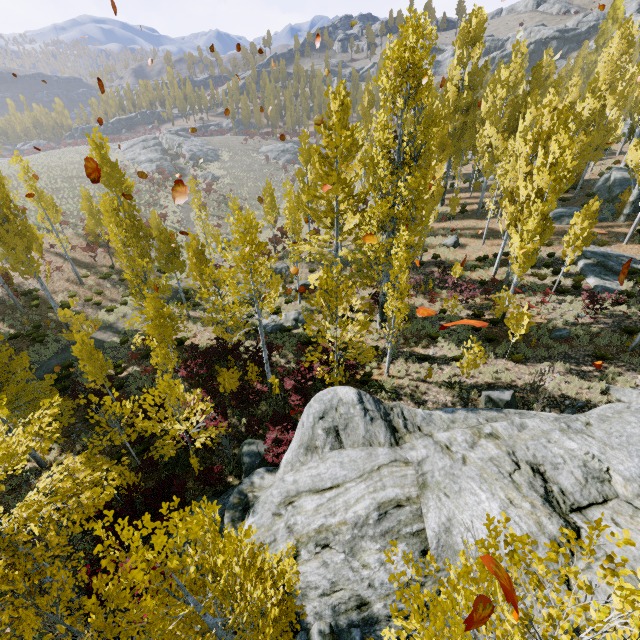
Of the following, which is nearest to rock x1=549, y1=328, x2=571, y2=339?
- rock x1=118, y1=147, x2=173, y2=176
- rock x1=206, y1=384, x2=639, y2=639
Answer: rock x1=206, y1=384, x2=639, y2=639

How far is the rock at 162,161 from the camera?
53.4 meters

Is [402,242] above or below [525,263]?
above

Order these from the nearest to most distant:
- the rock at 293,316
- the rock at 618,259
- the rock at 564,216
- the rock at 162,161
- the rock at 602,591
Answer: the rock at 602,591
the rock at 618,259
the rock at 293,316
the rock at 564,216
the rock at 162,161

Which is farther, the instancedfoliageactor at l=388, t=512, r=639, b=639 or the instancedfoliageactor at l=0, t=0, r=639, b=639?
the instancedfoliageactor at l=0, t=0, r=639, b=639

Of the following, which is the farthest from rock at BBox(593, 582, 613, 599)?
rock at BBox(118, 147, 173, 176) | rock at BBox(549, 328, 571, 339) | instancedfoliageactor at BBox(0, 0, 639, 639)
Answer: rock at BBox(118, 147, 173, 176)

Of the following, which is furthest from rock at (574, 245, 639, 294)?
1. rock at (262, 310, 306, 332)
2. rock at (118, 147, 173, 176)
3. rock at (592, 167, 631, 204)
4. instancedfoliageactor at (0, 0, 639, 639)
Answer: rock at (118, 147, 173, 176)

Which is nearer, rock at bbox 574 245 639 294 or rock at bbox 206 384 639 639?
rock at bbox 206 384 639 639
